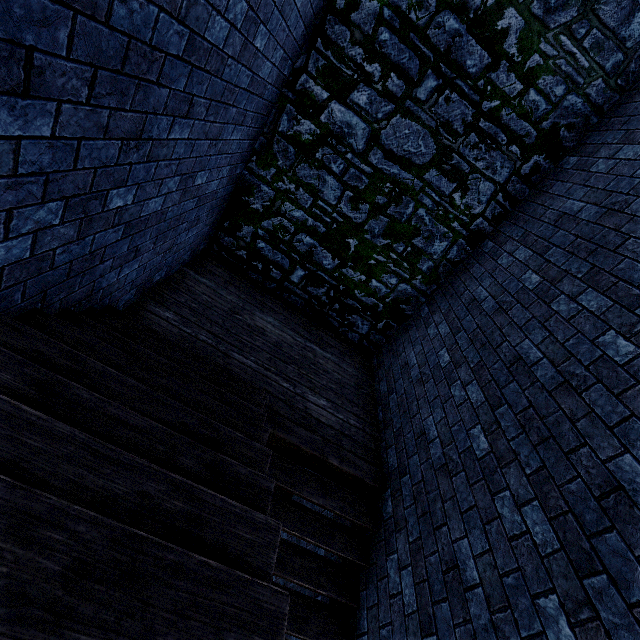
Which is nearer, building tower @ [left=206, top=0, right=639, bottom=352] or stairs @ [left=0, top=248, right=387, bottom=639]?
stairs @ [left=0, top=248, right=387, bottom=639]

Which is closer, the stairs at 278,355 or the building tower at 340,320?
the stairs at 278,355

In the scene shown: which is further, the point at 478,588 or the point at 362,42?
the point at 362,42
